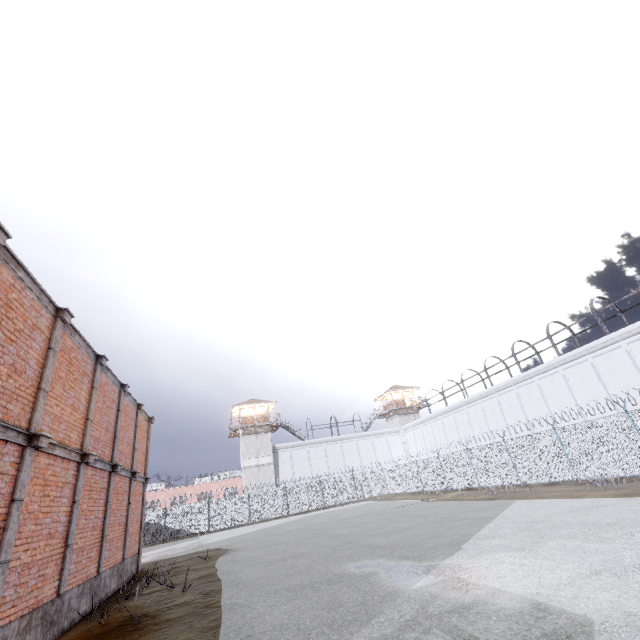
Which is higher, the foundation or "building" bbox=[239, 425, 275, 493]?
"building" bbox=[239, 425, 275, 493]

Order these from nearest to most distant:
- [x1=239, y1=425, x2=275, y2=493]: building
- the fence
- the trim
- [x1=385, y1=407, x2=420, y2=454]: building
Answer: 1. the trim
2. the fence
3. [x1=239, y1=425, x2=275, y2=493]: building
4. [x1=385, y1=407, x2=420, y2=454]: building

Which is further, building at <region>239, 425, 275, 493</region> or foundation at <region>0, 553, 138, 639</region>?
building at <region>239, 425, 275, 493</region>

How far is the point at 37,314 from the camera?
7.2 meters

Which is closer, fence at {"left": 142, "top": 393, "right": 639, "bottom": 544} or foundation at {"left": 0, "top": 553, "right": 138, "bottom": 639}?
foundation at {"left": 0, "top": 553, "right": 138, "bottom": 639}

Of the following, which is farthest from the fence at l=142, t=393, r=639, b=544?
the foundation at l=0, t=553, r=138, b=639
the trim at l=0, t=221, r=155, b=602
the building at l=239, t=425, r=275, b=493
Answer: the foundation at l=0, t=553, r=138, b=639

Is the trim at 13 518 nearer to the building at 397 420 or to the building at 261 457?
the building at 261 457

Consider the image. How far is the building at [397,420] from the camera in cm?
4900
